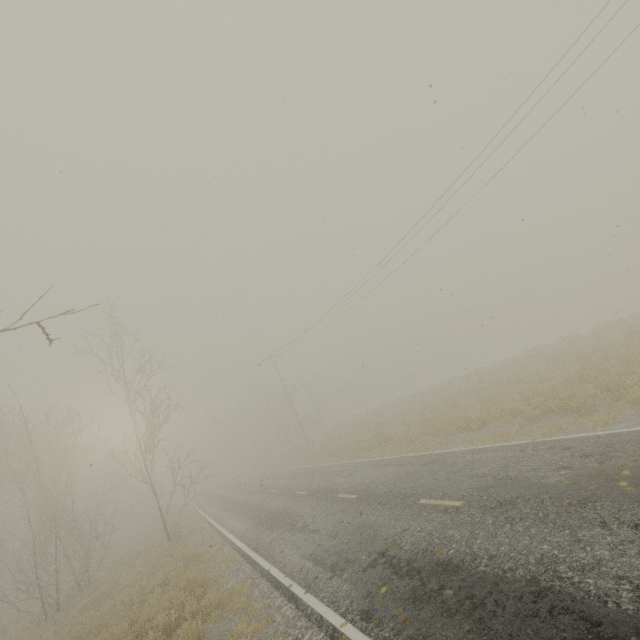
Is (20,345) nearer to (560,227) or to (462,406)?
(462,406)
